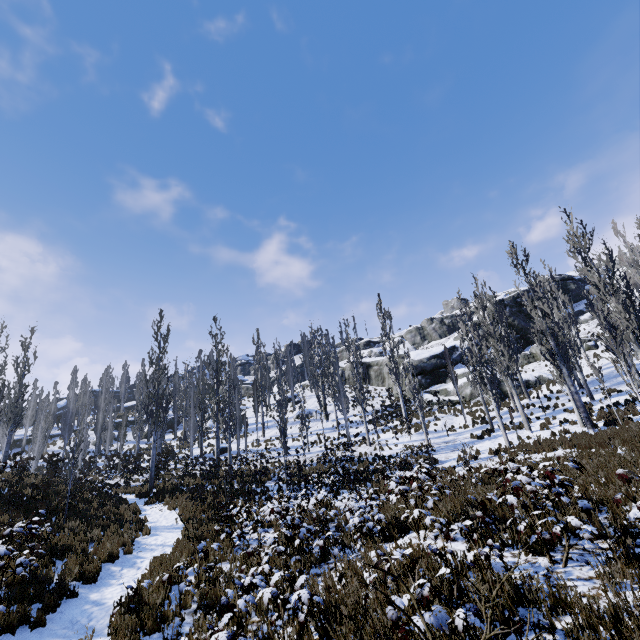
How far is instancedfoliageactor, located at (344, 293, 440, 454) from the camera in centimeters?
2398cm

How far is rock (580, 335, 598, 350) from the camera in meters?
34.2

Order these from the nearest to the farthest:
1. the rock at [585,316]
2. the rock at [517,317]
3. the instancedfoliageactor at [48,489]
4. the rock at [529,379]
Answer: the instancedfoliageactor at [48,489] < the rock at [529,379] < the rock at [517,317] < the rock at [585,316]

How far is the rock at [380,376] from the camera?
44.84m

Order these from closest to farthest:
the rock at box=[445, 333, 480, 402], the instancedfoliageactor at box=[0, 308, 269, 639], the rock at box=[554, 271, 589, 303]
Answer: the instancedfoliageactor at box=[0, 308, 269, 639]
the rock at box=[445, 333, 480, 402]
the rock at box=[554, 271, 589, 303]

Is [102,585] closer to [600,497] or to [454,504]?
[454,504]
